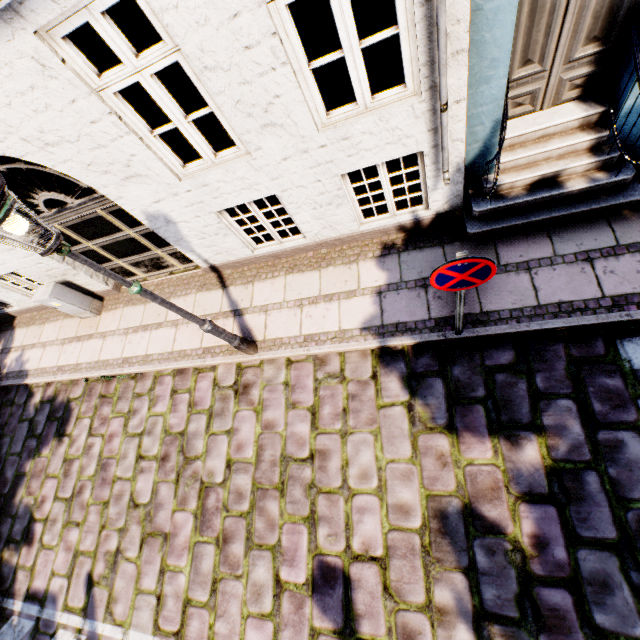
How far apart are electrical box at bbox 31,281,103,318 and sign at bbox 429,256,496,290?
7.23m

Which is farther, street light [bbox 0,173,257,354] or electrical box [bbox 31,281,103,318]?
electrical box [bbox 31,281,103,318]

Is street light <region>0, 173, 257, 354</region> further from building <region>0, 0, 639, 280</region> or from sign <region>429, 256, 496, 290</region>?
sign <region>429, 256, 496, 290</region>

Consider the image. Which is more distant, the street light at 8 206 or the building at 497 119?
the building at 497 119

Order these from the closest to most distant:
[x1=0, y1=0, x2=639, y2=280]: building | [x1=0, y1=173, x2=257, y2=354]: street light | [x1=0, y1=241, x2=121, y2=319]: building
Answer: [x1=0, y1=173, x2=257, y2=354]: street light, [x1=0, y1=0, x2=639, y2=280]: building, [x1=0, y1=241, x2=121, y2=319]: building

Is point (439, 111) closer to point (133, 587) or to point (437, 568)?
point (437, 568)

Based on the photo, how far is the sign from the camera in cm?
263

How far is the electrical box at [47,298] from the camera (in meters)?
6.46
